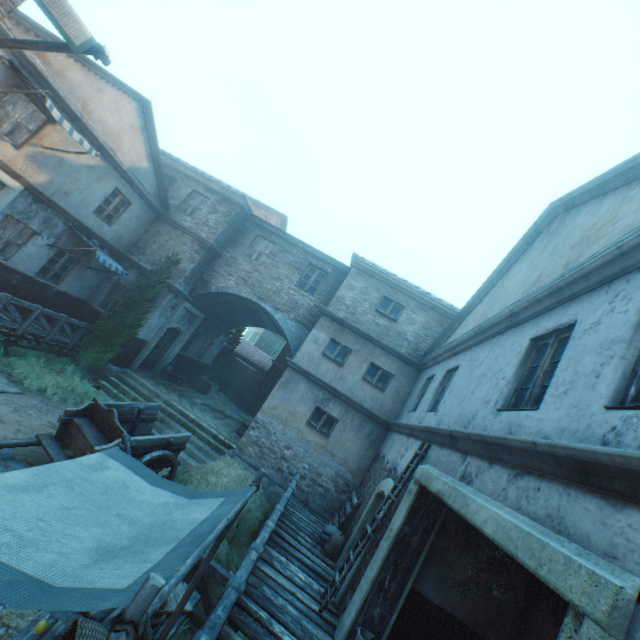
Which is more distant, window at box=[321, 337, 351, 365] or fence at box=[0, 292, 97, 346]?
window at box=[321, 337, 351, 365]

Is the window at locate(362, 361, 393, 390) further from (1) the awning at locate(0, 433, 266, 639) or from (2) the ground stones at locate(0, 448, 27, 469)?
(1) the awning at locate(0, 433, 266, 639)

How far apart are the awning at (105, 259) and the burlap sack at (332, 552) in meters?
11.5 m

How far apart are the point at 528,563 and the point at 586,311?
3.0 meters

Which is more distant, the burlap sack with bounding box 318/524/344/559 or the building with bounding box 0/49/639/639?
the burlap sack with bounding box 318/524/344/559

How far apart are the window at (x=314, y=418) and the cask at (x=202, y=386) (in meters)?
8.71

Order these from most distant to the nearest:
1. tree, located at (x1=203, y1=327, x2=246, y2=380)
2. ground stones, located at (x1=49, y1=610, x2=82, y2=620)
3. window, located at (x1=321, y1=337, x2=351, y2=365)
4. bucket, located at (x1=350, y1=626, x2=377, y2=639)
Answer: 1. tree, located at (x1=203, y1=327, x2=246, y2=380)
2. window, located at (x1=321, y1=337, x2=351, y2=365)
3. bucket, located at (x1=350, y1=626, x2=377, y2=639)
4. ground stones, located at (x1=49, y1=610, x2=82, y2=620)

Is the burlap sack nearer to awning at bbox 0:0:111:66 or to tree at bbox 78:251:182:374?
tree at bbox 78:251:182:374
